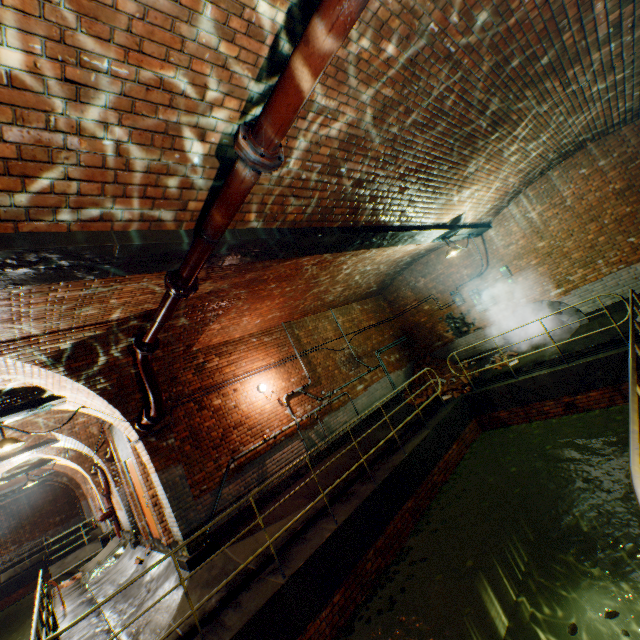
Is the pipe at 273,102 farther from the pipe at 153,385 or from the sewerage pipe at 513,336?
the sewerage pipe at 513,336

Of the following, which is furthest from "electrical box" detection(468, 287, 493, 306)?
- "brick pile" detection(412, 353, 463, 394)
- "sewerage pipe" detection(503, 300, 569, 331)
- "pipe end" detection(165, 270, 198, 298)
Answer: "pipe end" detection(165, 270, 198, 298)

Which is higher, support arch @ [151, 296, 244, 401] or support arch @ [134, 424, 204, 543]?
support arch @ [151, 296, 244, 401]

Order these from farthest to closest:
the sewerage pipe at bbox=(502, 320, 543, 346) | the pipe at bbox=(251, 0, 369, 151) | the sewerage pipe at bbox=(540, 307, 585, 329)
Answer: the sewerage pipe at bbox=(502, 320, 543, 346) < the sewerage pipe at bbox=(540, 307, 585, 329) < the pipe at bbox=(251, 0, 369, 151)

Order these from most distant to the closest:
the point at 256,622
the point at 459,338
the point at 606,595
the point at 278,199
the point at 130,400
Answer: the point at 459,338 < the point at 606,595 < the point at 130,400 < the point at 256,622 < the point at 278,199

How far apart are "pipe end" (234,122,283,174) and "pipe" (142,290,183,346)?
2.05m

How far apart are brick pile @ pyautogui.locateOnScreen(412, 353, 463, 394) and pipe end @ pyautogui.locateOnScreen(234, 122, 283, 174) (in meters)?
10.10

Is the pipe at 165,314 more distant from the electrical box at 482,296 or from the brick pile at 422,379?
the electrical box at 482,296
